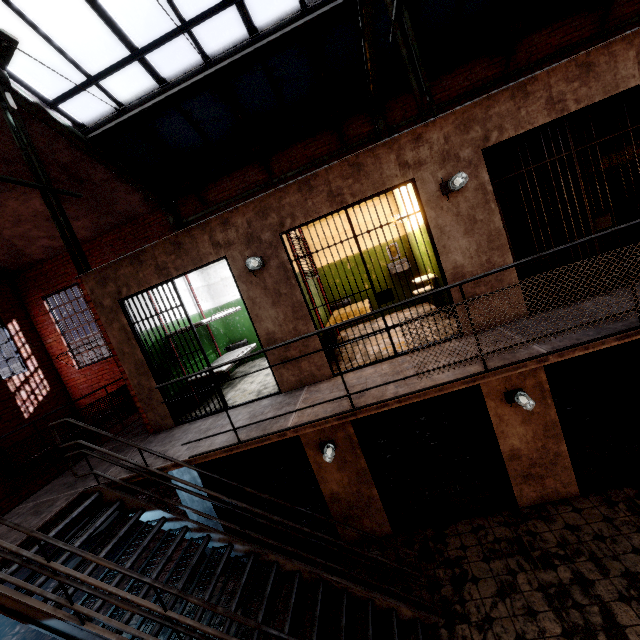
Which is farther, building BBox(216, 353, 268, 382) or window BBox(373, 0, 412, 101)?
building BBox(216, 353, 268, 382)

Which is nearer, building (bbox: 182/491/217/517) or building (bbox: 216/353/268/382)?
building (bbox: 182/491/217/517)

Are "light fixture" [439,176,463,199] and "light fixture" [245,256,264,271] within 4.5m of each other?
yes

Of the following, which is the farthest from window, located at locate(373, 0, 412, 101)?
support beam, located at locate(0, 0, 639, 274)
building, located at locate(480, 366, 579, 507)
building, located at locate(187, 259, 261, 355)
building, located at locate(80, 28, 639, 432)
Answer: building, located at locate(480, 366, 579, 507)

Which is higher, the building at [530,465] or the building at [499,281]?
the building at [499,281]

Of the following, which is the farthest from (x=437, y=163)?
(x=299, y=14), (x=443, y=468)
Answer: (x=443, y=468)

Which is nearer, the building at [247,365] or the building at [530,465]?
the building at [530,465]

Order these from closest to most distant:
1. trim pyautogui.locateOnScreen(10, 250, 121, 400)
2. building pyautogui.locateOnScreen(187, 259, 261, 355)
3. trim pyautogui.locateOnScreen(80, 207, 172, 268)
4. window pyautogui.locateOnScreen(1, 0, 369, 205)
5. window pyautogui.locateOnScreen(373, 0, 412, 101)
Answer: window pyautogui.locateOnScreen(1, 0, 369, 205)
window pyautogui.locateOnScreen(373, 0, 412, 101)
building pyautogui.locateOnScreen(187, 259, 261, 355)
trim pyautogui.locateOnScreen(80, 207, 172, 268)
trim pyautogui.locateOnScreen(10, 250, 121, 400)
